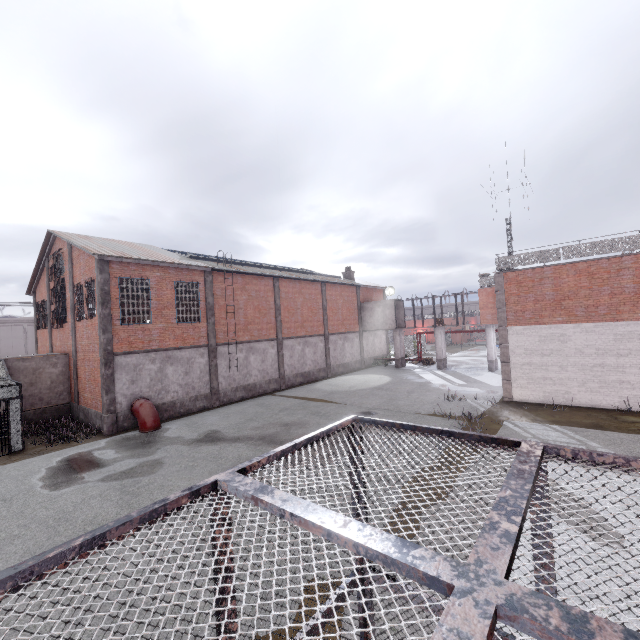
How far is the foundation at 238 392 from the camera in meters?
21.3 m

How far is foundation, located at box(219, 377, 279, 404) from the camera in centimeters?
2134cm

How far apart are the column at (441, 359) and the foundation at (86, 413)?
26.1 meters

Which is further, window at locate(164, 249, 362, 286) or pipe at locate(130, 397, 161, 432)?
window at locate(164, 249, 362, 286)

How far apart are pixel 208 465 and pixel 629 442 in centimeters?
1494cm

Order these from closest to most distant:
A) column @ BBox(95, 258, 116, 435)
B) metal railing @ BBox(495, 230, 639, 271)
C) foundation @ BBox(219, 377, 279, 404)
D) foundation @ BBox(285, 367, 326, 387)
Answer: metal railing @ BBox(495, 230, 639, 271)
column @ BBox(95, 258, 116, 435)
foundation @ BBox(219, 377, 279, 404)
foundation @ BBox(285, 367, 326, 387)

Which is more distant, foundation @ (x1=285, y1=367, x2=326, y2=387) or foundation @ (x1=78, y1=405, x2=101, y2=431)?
foundation @ (x1=285, y1=367, x2=326, y2=387)

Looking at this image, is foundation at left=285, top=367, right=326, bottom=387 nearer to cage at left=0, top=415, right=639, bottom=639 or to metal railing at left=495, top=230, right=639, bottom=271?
cage at left=0, top=415, right=639, bottom=639
